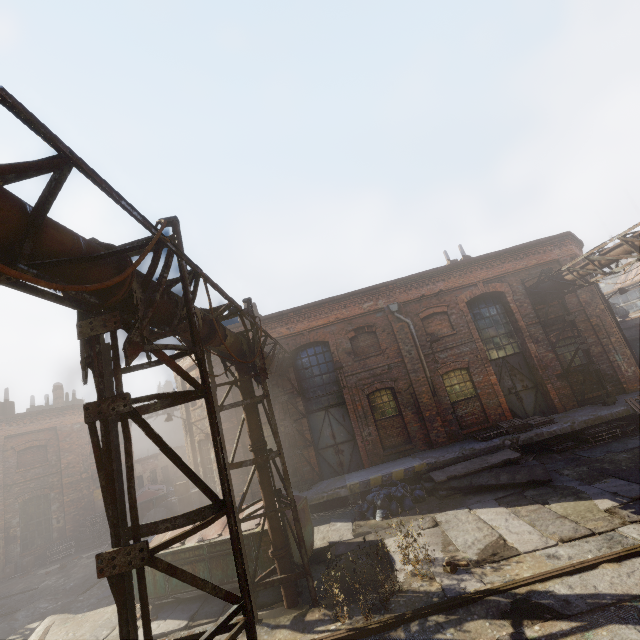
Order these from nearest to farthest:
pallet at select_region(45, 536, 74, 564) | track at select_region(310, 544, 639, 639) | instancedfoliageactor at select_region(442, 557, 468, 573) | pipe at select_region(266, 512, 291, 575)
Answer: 1. track at select_region(310, 544, 639, 639)
2. instancedfoliageactor at select_region(442, 557, 468, 573)
3. pipe at select_region(266, 512, 291, 575)
4. pallet at select_region(45, 536, 74, 564)

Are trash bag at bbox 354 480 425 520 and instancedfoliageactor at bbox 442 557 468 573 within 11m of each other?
yes

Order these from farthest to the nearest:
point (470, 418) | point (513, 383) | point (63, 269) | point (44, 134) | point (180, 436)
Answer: point (180, 436), point (513, 383), point (470, 418), point (63, 269), point (44, 134)

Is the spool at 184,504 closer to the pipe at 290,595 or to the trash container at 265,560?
the trash container at 265,560

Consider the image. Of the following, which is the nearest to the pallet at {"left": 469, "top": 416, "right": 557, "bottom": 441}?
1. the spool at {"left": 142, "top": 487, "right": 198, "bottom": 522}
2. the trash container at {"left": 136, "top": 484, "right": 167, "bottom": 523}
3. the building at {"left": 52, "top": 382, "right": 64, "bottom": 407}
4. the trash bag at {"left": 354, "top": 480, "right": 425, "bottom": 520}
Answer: the trash bag at {"left": 354, "top": 480, "right": 425, "bottom": 520}

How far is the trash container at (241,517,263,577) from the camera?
8.04m

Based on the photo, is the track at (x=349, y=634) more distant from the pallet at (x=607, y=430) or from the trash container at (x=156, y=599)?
the pallet at (x=607, y=430)
